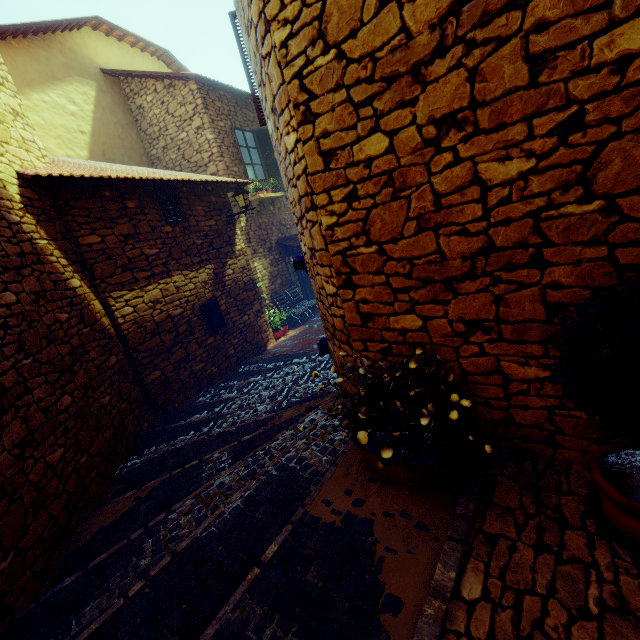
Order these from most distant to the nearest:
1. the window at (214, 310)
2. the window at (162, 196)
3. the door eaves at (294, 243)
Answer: the door eaves at (294, 243) → the window at (214, 310) → the window at (162, 196)

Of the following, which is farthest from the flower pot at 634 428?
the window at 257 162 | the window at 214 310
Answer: the window at 257 162

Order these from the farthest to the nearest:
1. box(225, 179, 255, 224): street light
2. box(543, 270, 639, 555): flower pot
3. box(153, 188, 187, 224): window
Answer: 1. box(225, 179, 255, 224): street light
2. box(153, 188, 187, 224): window
3. box(543, 270, 639, 555): flower pot

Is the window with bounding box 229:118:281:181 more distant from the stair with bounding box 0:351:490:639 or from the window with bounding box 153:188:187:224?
the stair with bounding box 0:351:490:639

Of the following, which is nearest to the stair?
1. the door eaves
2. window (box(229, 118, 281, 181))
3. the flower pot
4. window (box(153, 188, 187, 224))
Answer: the flower pot

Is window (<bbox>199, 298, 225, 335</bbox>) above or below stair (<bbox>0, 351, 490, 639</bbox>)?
above

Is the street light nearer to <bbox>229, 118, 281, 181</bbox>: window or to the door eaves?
<bbox>229, 118, 281, 181</bbox>: window

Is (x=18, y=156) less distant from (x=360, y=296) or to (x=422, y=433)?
(x=360, y=296)
